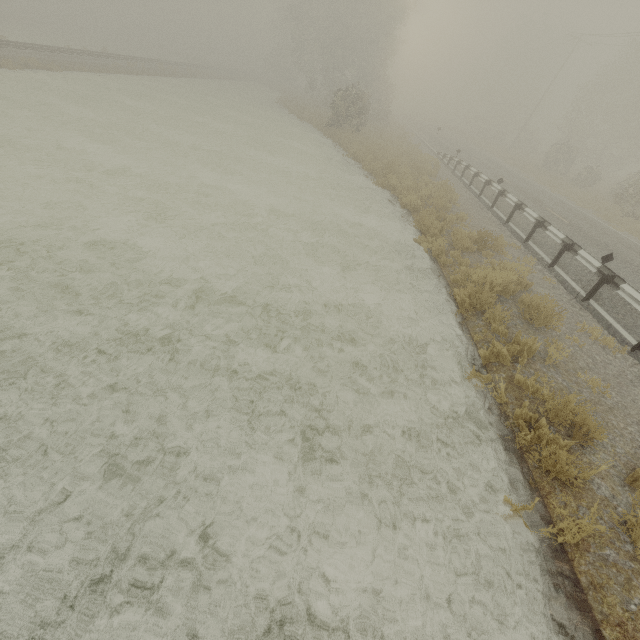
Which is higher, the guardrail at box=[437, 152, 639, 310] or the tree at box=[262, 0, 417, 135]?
the tree at box=[262, 0, 417, 135]

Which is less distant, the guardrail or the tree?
the guardrail

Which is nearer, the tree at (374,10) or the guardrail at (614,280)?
the guardrail at (614,280)

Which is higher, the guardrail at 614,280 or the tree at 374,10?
the tree at 374,10

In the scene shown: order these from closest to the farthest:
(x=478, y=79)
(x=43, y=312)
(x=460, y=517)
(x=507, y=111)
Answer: (x=460, y=517)
(x=43, y=312)
(x=507, y=111)
(x=478, y=79)
